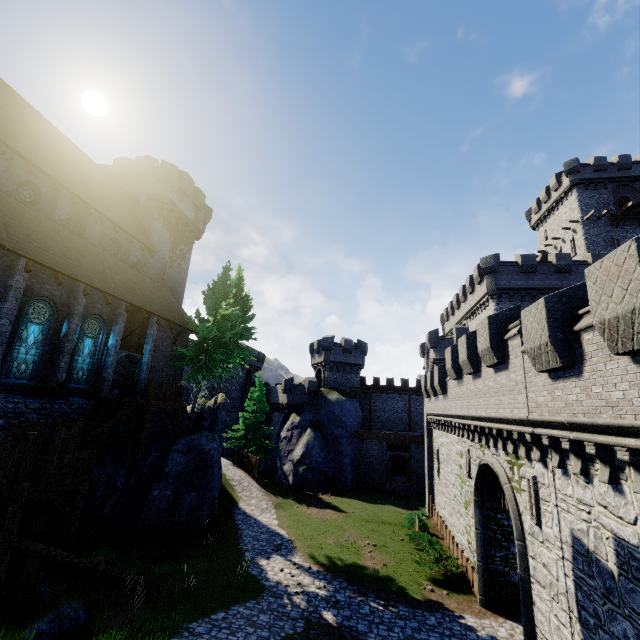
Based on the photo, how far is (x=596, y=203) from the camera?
37.4m

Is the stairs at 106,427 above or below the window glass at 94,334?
below

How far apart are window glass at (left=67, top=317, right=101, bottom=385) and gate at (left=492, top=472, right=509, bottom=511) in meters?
21.6

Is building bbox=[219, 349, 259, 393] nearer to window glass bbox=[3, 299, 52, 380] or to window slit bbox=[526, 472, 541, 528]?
window glass bbox=[3, 299, 52, 380]

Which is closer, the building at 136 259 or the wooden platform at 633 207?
the building at 136 259

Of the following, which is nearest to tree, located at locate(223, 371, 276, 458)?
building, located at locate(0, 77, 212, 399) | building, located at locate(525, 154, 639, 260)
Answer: building, located at locate(0, 77, 212, 399)

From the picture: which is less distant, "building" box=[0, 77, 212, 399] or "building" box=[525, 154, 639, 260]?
"building" box=[0, 77, 212, 399]

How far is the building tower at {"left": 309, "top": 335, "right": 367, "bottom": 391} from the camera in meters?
42.7 m
